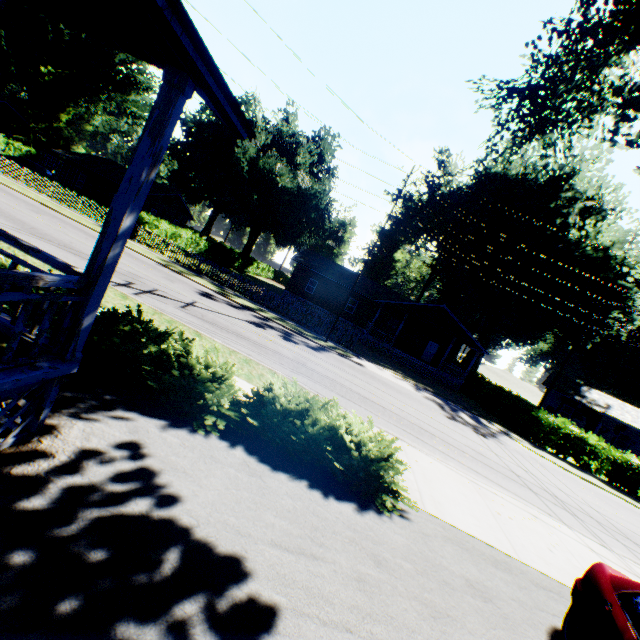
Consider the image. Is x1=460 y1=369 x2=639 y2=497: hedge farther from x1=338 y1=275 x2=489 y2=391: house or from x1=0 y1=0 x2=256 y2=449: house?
x1=0 y1=0 x2=256 y2=449: house

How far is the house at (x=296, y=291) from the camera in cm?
3566

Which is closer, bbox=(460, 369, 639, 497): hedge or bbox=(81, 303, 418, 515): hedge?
bbox=(81, 303, 418, 515): hedge

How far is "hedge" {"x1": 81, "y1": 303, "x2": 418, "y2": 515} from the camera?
5.7 meters

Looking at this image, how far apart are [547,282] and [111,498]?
54.4 meters

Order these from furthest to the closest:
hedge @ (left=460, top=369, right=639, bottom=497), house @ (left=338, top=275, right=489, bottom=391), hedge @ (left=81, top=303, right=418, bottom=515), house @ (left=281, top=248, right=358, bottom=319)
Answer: house @ (left=281, top=248, right=358, bottom=319)
house @ (left=338, top=275, right=489, bottom=391)
hedge @ (left=460, top=369, right=639, bottom=497)
hedge @ (left=81, top=303, right=418, bottom=515)

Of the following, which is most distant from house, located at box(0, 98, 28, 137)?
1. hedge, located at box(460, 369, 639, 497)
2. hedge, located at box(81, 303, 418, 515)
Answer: hedge, located at box(460, 369, 639, 497)
